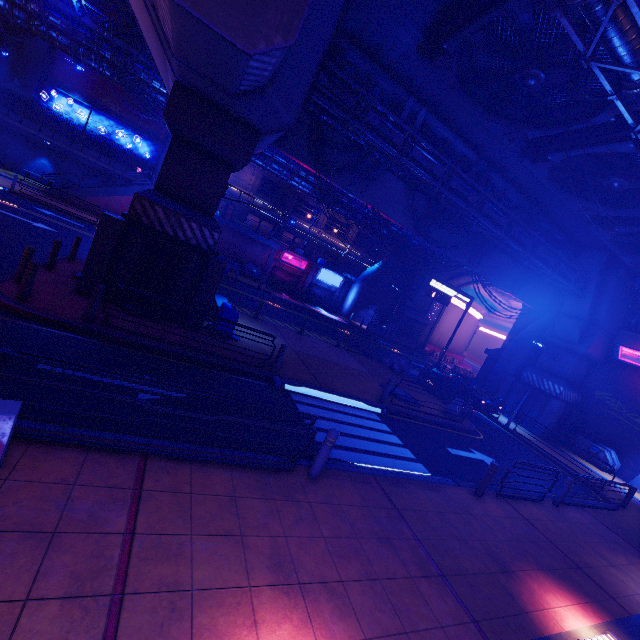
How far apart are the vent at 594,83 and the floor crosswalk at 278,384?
11.3 meters

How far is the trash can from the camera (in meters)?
12.16

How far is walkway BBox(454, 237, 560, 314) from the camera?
21.4 meters

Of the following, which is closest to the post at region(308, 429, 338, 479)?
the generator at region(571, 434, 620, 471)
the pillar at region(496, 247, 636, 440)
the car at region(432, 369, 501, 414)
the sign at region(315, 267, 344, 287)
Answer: the car at region(432, 369, 501, 414)

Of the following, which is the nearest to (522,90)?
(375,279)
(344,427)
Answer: (344,427)

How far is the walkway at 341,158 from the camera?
15.9 meters

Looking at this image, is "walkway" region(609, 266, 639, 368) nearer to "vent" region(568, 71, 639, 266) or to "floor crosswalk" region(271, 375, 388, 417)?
"vent" region(568, 71, 639, 266)

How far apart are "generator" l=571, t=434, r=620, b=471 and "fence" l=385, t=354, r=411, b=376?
12.0 meters
